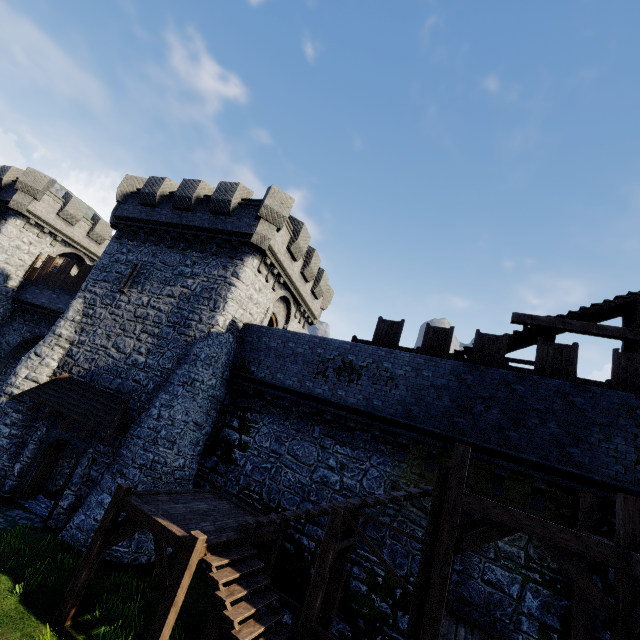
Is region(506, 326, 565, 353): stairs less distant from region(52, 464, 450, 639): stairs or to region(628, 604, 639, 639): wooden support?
region(52, 464, 450, 639): stairs

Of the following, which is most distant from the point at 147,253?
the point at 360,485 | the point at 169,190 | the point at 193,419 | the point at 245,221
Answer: the point at 360,485

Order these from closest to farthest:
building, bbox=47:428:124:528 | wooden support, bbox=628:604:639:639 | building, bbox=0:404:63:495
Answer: wooden support, bbox=628:604:639:639, building, bbox=47:428:124:528, building, bbox=0:404:63:495

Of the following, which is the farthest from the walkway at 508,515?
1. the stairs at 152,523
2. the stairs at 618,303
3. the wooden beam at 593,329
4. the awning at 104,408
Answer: the awning at 104,408

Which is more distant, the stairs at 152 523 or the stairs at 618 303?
the stairs at 618 303

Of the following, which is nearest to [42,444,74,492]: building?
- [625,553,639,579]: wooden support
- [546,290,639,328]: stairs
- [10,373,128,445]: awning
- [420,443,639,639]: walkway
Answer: [10,373,128,445]: awning

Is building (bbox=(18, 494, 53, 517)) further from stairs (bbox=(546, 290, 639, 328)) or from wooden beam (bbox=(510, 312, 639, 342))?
wooden beam (bbox=(510, 312, 639, 342))

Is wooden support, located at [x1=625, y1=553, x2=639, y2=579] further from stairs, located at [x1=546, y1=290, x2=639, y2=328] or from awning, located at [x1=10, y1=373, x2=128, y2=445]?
awning, located at [x1=10, y1=373, x2=128, y2=445]
